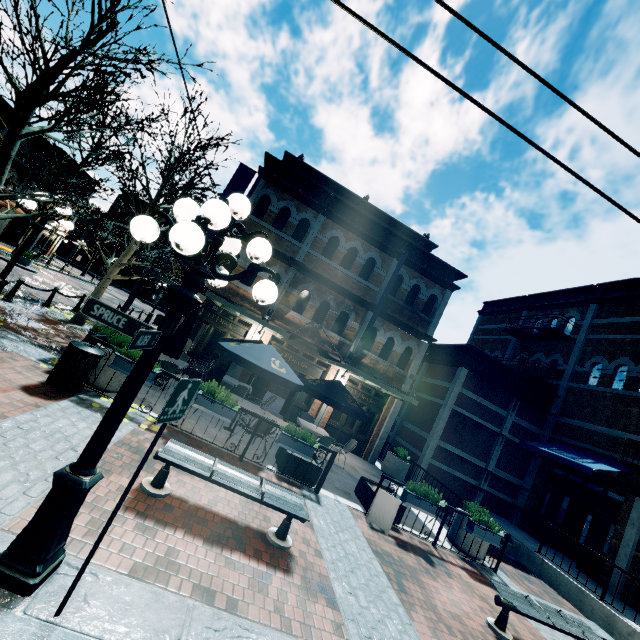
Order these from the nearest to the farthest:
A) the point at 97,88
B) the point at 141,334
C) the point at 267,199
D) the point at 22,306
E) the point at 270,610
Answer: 1. the point at 141,334
2. the point at 270,610
3. the point at 97,88
4. the point at 22,306
5. the point at 267,199

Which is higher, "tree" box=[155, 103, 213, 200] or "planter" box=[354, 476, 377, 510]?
"tree" box=[155, 103, 213, 200]

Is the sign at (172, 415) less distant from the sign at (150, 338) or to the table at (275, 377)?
the sign at (150, 338)

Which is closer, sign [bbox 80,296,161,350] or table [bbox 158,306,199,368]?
sign [bbox 80,296,161,350]

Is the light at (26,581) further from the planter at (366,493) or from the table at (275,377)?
the planter at (366,493)

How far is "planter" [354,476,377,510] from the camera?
7.99m

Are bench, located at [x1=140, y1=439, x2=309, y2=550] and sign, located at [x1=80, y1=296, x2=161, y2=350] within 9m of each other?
yes

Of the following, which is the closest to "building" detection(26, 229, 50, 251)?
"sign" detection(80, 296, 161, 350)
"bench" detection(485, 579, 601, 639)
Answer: "bench" detection(485, 579, 601, 639)
